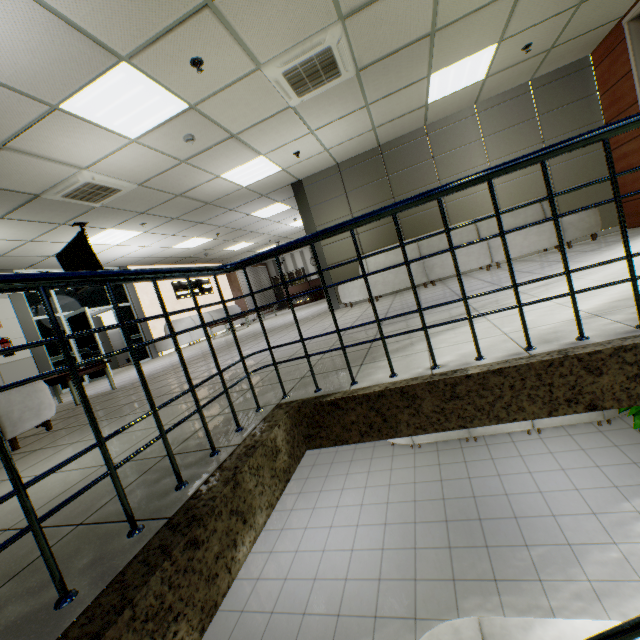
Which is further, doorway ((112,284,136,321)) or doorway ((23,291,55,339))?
doorway ((112,284,136,321))

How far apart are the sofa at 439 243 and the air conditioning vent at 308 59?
3.43m

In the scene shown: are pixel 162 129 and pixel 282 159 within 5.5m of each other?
yes

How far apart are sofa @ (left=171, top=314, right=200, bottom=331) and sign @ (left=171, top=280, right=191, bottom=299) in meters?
0.8

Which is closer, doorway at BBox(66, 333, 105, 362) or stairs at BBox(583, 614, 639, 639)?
stairs at BBox(583, 614, 639, 639)

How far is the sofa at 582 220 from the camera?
5.7 meters

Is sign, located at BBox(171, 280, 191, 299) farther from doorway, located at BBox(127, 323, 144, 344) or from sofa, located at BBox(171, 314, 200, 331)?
doorway, located at BBox(127, 323, 144, 344)

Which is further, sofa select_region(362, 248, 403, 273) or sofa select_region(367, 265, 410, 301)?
sofa select_region(362, 248, 403, 273)
